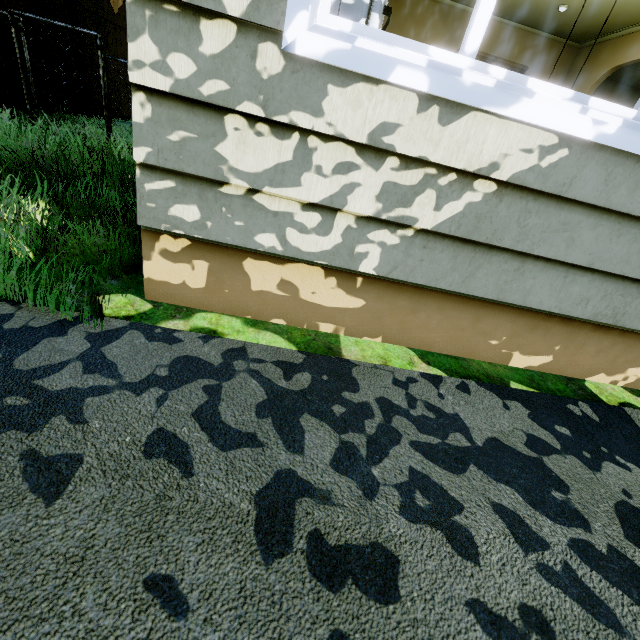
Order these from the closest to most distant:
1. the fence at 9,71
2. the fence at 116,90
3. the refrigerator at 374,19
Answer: the refrigerator at 374,19, the fence at 116,90, the fence at 9,71

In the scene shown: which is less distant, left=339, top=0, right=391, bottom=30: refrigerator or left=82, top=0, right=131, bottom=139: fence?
left=339, top=0, right=391, bottom=30: refrigerator

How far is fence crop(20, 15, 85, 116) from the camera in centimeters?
507cm

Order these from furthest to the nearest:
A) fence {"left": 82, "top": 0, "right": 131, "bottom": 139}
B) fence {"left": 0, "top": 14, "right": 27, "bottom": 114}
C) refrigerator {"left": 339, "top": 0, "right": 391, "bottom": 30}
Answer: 1. fence {"left": 0, "top": 14, "right": 27, "bottom": 114}
2. fence {"left": 82, "top": 0, "right": 131, "bottom": 139}
3. refrigerator {"left": 339, "top": 0, "right": 391, "bottom": 30}

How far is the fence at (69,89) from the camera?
5.07m

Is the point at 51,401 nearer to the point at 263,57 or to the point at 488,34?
the point at 263,57
